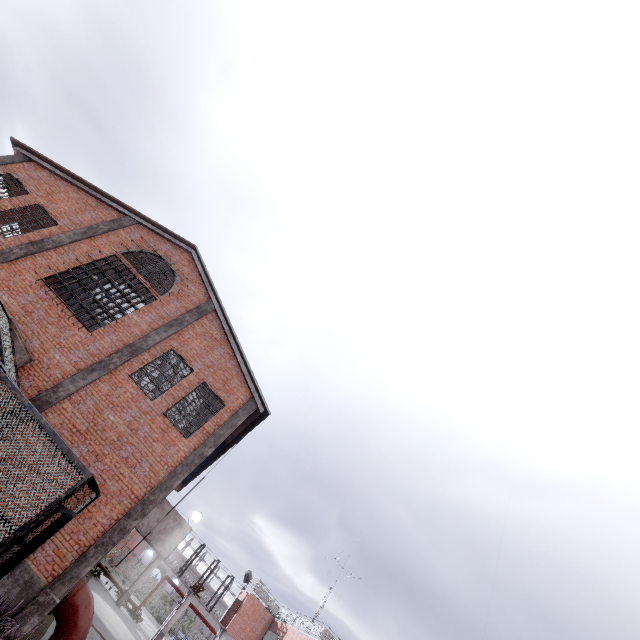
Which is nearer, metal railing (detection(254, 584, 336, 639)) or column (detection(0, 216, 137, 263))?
column (detection(0, 216, 137, 263))

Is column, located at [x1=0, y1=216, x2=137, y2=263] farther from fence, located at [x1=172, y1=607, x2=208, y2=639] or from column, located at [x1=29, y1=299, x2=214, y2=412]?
fence, located at [x1=172, y1=607, x2=208, y2=639]

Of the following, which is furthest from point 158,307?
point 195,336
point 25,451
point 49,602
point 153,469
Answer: point 49,602

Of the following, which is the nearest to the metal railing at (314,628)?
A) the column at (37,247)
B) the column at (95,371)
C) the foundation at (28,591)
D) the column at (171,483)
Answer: the column at (171,483)

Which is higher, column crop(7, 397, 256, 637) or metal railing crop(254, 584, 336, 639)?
metal railing crop(254, 584, 336, 639)

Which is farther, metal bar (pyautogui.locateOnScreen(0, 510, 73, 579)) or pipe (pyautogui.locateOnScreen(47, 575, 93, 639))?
pipe (pyautogui.locateOnScreen(47, 575, 93, 639))

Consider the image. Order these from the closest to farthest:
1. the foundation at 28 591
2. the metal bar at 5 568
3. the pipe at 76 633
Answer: the metal bar at 5 568
the foundation at 28 591
the pipe at 76 633

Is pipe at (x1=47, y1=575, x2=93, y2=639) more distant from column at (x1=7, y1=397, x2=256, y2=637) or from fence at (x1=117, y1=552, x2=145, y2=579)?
fence at (x1=117, y1=552, x2=145, y2=579)
